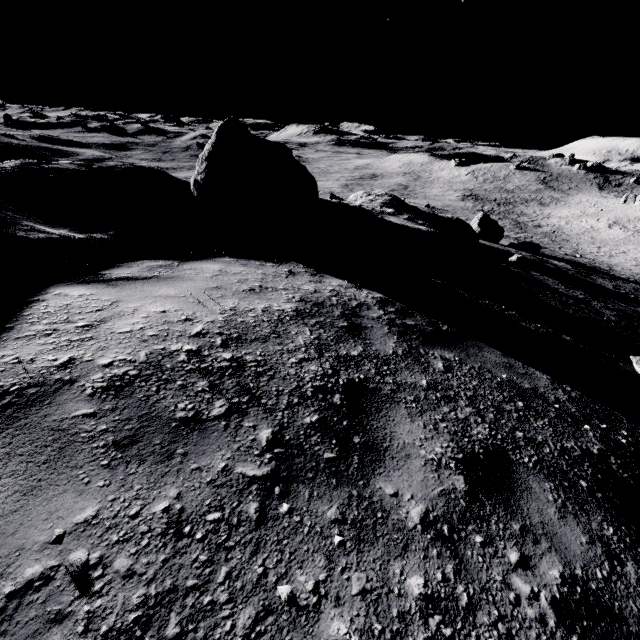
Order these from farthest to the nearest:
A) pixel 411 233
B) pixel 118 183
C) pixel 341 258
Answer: pixel 411 233, pixel 341 258, pixel 118 183

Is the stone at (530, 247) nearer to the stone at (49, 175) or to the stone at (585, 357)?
the stone at (49, 175)

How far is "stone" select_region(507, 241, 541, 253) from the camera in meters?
30.9

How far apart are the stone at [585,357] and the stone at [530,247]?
29.4 meters

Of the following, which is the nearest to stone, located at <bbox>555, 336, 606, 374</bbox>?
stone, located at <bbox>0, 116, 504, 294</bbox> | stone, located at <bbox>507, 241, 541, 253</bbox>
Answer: stone, located at <bbox>0, 116, 504, 294</bbox>

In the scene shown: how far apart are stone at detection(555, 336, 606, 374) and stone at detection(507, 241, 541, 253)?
29.4 meters

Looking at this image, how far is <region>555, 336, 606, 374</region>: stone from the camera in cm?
532
